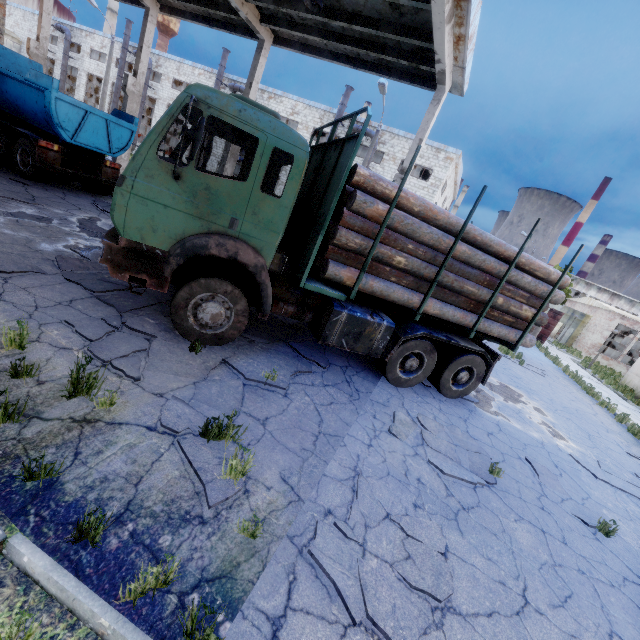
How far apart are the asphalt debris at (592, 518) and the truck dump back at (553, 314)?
25.0 meters

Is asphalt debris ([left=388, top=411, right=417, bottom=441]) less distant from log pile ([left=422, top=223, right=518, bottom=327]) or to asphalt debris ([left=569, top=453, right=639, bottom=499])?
log pile ([left=422, top=223, right=518, bottom=327])

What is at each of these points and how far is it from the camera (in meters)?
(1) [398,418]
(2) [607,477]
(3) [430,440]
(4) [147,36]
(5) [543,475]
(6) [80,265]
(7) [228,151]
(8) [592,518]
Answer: (1) asphalt debris, 5.79
(2) asphalt debris, 7.16
(3) asphalt debris, 5.62
(4) column beam, 13.84
(5) asphalt debris, 6.05
(6) asphalt debris, 6.39
(7) column beam, 12.87
(8) asphalt debris, 5.32

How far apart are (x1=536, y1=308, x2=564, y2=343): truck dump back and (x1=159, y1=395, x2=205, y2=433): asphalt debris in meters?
30.3 m

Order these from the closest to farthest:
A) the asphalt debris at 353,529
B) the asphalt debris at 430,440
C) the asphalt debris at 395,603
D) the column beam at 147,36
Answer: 1. the asphalt debris at 395,603
2. the asphalt debris at 353,529
3. the asphalt debris at 430,440
4. the column beam at 147,36

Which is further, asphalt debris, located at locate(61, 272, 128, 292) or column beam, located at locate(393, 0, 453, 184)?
column beam, located at locate(393, 0, 453, 184)

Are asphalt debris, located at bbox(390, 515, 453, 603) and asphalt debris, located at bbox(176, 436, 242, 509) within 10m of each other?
yes

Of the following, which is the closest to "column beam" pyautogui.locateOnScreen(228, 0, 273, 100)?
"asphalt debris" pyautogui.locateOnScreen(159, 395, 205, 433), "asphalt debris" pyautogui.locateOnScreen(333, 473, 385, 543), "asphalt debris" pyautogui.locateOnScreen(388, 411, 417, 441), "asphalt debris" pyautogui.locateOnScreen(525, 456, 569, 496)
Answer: "asphalt debris" pyautogui.locateOnScreen(159, 395, 205, 433)
